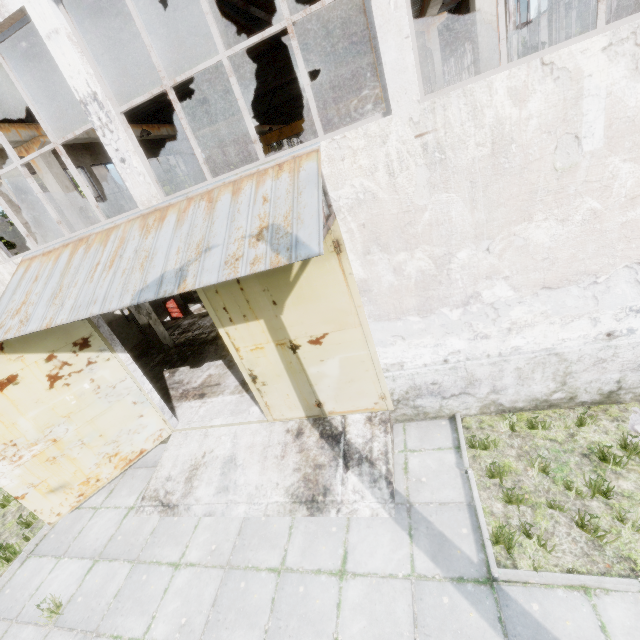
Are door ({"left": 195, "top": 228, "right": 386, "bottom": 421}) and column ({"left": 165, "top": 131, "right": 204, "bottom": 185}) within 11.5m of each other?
no

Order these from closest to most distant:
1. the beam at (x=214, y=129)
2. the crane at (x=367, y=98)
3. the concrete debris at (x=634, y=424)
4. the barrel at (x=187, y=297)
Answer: the concrete debris at (x=634, y=424)
the barrel at (x=187, y=297)
the beam at (x=214, y=129)
the crane at (x=367, y=98)

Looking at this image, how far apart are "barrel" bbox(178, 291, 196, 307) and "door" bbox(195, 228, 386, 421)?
11.7m

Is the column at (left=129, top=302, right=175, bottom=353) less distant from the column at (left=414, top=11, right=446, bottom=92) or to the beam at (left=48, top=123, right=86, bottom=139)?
the beam at (left=48, top=123, right=86, bottom=139)

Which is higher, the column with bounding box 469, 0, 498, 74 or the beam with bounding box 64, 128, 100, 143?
the beam with bounding box 64, 128, 100, 143

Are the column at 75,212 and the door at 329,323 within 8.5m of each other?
yes

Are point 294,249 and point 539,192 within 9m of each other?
yes

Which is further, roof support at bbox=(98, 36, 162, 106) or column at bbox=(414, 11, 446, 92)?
column at bbox=(414, 11, 446, 92)
